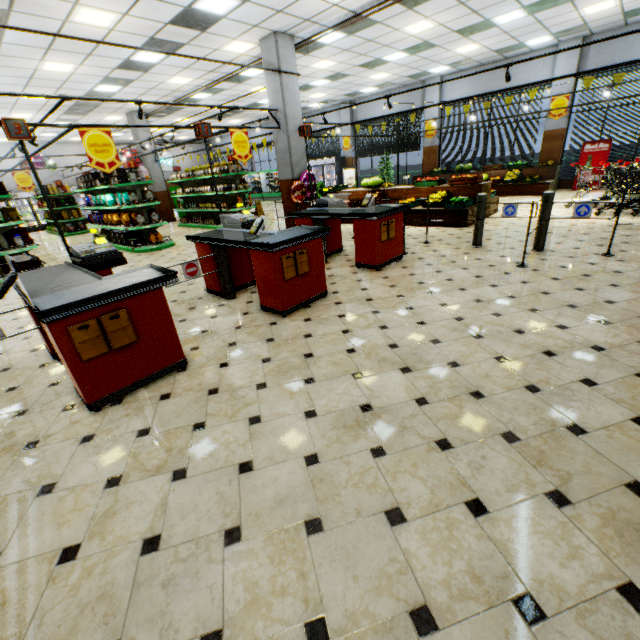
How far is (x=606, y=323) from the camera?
3.31m

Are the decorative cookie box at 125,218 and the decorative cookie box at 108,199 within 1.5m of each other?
yes

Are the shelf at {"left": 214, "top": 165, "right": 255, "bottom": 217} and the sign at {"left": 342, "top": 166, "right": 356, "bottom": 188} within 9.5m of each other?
yes

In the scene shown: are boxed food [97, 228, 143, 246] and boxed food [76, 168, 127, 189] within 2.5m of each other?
yes

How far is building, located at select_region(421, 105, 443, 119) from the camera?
15.0 meters

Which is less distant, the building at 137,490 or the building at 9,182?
the building at 137,490

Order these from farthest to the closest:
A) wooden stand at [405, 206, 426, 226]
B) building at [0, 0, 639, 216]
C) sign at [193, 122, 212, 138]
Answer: wooden stand at [405, 206, 426, 226]
building at [0, 0, 639, 216]
sign at [193, 122, 212, 138]

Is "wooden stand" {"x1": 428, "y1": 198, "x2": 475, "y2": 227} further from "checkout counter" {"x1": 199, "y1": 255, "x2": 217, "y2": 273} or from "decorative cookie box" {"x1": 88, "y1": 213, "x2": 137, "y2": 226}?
"decorative cookie box" {"x1": 88, "y1": 213, "x2": 137, "y2": 226}
